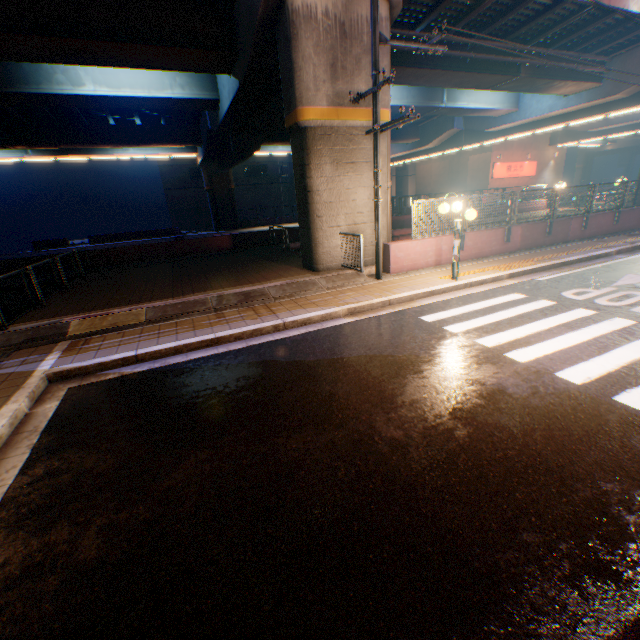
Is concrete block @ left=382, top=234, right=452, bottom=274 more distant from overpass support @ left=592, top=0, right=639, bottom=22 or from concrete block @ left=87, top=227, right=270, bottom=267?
concrete block @ left=87, top=227, right=270, bottom=267

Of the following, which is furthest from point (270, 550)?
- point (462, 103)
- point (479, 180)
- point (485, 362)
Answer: point (479, 180)

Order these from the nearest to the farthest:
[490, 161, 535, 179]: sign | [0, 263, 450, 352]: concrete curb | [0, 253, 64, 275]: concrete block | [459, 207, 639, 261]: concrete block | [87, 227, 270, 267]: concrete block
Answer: [0, 263, 450, 352]: concrete curb
[459, 207, 639, 261]: concrete block
[0, 253, 64, 275]: concrete block
[87, 227, 270, 267]: concrete block
[490, 161, 535, 179]: sign

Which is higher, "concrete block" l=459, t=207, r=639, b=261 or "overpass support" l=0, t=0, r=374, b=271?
"overpass support" l=0, t=0, r=374, b=271

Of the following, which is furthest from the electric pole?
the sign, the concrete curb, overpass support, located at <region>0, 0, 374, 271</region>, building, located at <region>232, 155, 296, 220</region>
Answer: building, located at <region>232, 155, 296, 220</region>

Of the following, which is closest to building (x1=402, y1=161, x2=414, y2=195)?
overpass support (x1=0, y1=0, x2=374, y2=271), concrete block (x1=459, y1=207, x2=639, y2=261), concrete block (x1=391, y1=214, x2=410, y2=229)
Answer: overpass support (x1=0, y1=0, x2=374, y2=271)

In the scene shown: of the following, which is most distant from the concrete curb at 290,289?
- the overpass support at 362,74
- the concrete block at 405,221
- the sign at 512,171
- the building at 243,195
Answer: the building at 243,195

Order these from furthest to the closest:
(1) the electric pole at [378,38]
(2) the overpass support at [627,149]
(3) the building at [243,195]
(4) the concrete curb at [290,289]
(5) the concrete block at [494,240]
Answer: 1. (3) the building at [243,195]
2. (2) the overpass support at [627,149]
3. (5) the concrete block at [494,240]
4. (1) the electric pole at [378,38]
5. (4) the concrete curb at [290,289]
